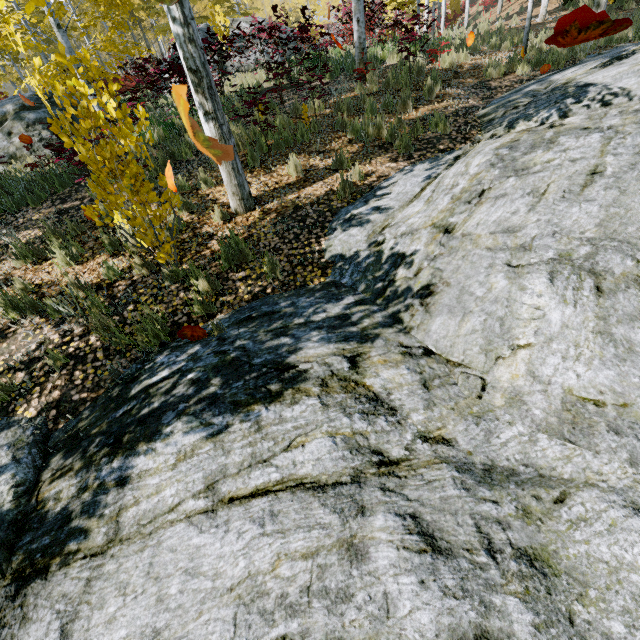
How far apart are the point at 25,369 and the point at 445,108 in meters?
8.4

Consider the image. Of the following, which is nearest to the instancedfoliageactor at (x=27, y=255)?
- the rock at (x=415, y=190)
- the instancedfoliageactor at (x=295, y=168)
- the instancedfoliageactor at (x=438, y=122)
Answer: the rock at (x=415, y=190)

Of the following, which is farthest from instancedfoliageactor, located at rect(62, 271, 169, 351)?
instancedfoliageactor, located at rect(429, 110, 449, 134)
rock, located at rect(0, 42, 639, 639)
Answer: instancedfoliageactor, located at rect(429, 110, 449, 134)

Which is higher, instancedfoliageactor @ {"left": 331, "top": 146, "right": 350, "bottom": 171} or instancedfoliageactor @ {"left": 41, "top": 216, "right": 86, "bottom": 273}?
instancedfoliageactor @ {"left": 331, "top": 146, "right": 350, "bottom": 171}

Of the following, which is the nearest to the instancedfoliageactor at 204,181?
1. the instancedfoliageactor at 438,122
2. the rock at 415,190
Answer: the rock at 415,190

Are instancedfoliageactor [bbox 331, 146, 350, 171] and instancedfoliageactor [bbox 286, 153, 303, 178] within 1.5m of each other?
yes

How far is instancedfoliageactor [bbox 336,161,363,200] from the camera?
4.97m

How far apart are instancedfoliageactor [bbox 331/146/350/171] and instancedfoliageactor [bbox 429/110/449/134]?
1.9m
